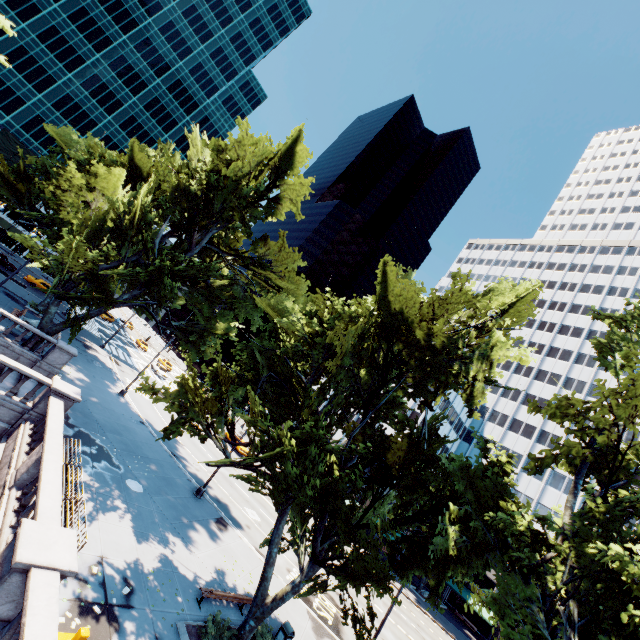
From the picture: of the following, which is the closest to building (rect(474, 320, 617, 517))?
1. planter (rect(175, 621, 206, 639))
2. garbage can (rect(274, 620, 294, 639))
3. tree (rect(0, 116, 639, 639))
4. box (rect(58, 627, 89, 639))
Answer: tree (rect(0, 116, 639, 639))

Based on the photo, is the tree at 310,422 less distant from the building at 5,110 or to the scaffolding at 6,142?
the scaffolding at 6,142

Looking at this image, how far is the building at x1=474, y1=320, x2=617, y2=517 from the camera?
48.7 meters

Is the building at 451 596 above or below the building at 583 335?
below

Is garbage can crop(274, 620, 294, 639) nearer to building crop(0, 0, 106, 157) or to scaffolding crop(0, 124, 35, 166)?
scaffolding crop(0, 124, 35, 166)

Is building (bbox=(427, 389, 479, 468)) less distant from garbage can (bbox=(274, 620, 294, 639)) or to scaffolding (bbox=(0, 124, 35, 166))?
garbage can (bbox=(274, 620, 294, 639))

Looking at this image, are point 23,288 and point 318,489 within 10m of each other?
no

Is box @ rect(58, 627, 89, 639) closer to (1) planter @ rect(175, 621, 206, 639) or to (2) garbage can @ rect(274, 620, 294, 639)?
(1) planter @ rect(175, 621, 206, 639)
